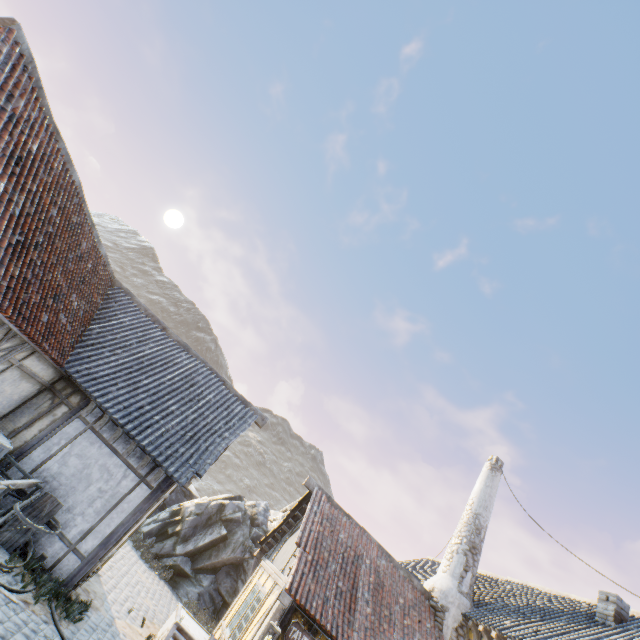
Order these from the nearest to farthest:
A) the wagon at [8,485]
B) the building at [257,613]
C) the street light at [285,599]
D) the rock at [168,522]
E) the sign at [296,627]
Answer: the wagon at [8,485] → the street light at [285,599] → the sign at [296,627] → the building at [257,613] → the rock at [168,522]

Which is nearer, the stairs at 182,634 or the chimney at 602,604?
the stairs at 182,634

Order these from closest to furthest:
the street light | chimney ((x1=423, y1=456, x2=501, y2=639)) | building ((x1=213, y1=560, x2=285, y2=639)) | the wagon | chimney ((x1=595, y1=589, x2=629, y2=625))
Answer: the wagon
the street light
building ((x1=213, y1=560, x2=285, y2=639))
chimney ((x1=595, y1=589, x2=629, y2=625))
chimney ((x1=423, y1=456, x2=501, y2=639))

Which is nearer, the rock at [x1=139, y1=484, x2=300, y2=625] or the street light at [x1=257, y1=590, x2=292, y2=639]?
the street light at [x1=257, y1=590, x2=292, y2=639]

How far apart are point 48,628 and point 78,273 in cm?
766

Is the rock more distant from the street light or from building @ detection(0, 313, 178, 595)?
the street light

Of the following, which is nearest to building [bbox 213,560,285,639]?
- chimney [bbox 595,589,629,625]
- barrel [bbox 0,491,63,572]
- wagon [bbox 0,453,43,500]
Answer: barrel [bbox 0,491,63,572]

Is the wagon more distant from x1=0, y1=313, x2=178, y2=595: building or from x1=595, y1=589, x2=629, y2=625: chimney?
x1=595, y1=589, x2=629, y2=625: chimney
